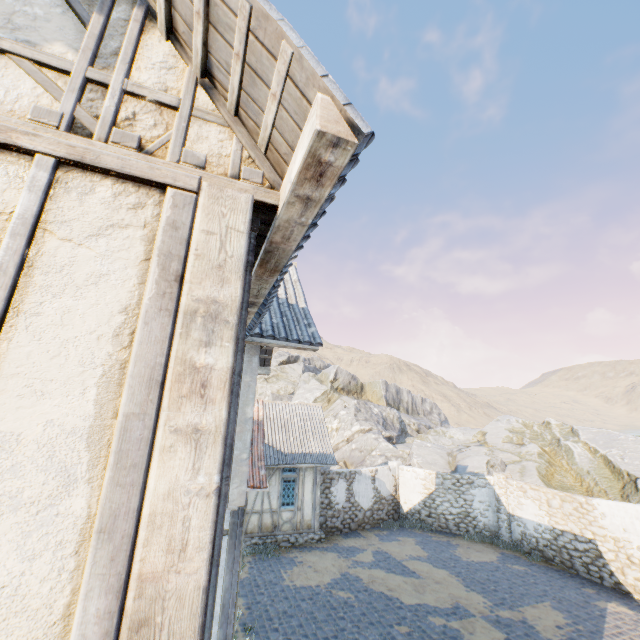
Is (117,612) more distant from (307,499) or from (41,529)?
(307,499)

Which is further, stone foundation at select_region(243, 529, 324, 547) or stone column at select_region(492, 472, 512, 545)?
stone column at select_region(492, 472, 512, 545)

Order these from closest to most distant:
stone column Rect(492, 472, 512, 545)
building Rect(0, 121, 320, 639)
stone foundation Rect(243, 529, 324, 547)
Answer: building Rect(0, 121, 320, 639)
stone foundation Rect(243, 529, 324, 547)
stone column Rect(492, 472, 512, 545)

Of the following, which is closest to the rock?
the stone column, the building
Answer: the stone column

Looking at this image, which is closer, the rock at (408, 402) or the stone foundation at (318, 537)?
the stone foundation at (318, 537)

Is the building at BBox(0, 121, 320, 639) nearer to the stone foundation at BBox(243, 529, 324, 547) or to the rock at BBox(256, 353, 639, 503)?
the stone foundation at BBox(243, 529, 324, 547)

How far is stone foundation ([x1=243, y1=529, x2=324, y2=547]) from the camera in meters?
14.2 m

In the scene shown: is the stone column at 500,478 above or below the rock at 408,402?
below
